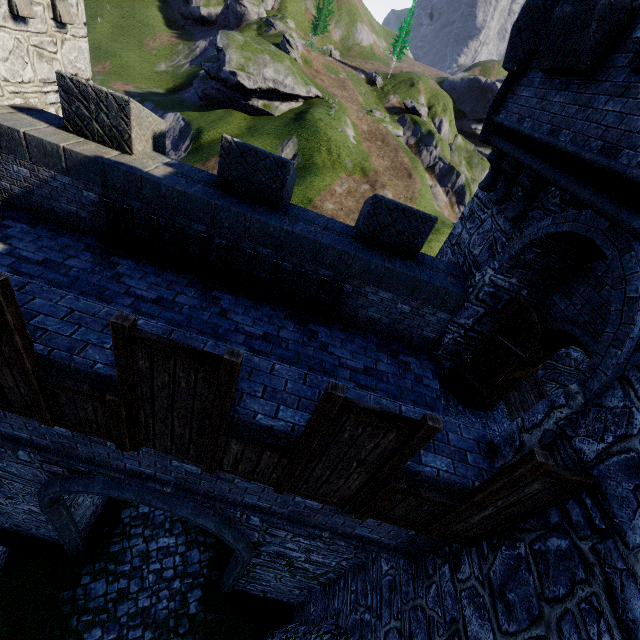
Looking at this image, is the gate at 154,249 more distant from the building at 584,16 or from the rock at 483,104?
the rock at 483,104

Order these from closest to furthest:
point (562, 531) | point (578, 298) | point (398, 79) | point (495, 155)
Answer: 1. point (562, 531)
2. point (578, 298)
3. point (495, 155)
4. point (398, 79)

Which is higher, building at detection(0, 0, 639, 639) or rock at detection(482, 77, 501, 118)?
rock at detection(482, 77, 501, 118)

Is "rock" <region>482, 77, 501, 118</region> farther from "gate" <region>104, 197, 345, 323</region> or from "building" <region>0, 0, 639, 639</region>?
"gate" <region>104, 197, 345, 323</region>

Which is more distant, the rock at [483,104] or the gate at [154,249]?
the rock at [483,104]

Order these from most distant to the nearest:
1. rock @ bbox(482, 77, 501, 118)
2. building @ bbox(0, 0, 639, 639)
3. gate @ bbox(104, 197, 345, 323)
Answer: rock @ bbox(482, 77, 501, 118) → gate @ bbox(104, 197, 345, 323) → building @ bbox(0, 0, 639, 639)

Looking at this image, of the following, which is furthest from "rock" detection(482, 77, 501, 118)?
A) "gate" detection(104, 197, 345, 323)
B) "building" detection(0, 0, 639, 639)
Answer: "gate" detection(104, 197, 345, 323)

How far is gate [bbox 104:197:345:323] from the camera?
6.20m
